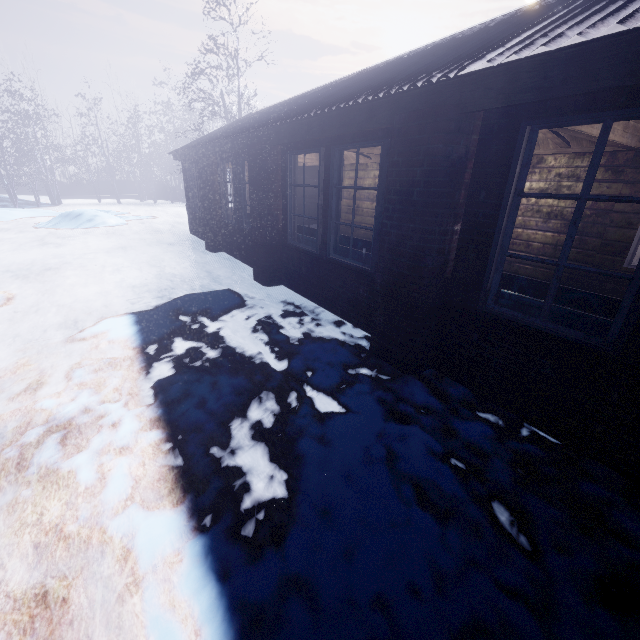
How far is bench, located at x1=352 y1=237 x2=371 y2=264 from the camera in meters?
3.8

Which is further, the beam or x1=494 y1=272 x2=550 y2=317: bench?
the beam

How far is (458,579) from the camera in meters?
1.4

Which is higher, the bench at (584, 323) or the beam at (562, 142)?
the beam at (562, 142)

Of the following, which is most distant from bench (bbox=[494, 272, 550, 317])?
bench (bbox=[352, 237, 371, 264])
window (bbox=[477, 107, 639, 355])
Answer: bench (bbox=[352, 237, 371, 264])

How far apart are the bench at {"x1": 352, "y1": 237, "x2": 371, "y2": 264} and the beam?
1.21m

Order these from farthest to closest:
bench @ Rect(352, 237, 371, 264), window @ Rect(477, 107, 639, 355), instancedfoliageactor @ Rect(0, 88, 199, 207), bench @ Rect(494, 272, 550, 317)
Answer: instancedfoliageactor @ Rect(0, 88, 199, 207), bench @ Rect(352, 237, 371, 264), bench @ Rect(494, 272, 550, 317), window @ Rect(477, 107, 639, 355)

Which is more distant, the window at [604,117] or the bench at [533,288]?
the bench at [533,288]
